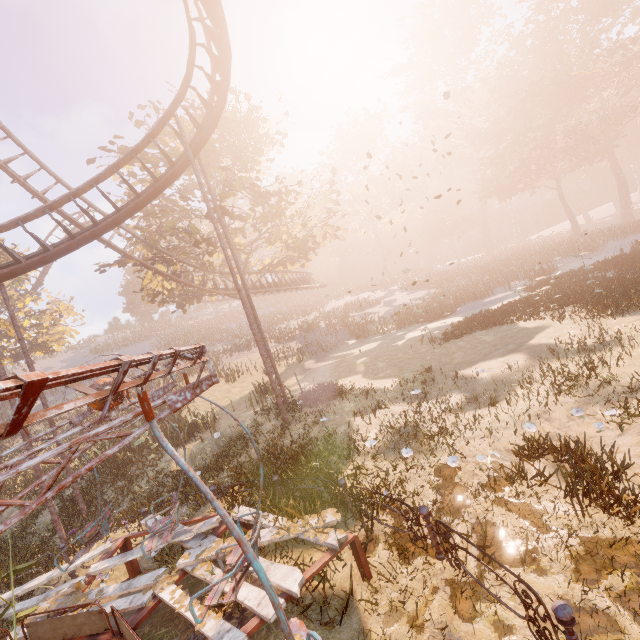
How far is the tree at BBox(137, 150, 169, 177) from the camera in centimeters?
1956cm

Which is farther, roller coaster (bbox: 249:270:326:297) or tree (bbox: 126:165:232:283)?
roller coaster (bbox: 249:270:326:297)

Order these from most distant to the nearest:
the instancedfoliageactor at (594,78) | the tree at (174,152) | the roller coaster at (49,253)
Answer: the instancedfoliageactor at (594,78) → the tree at (174,152) → the roller coaster at (49,253)

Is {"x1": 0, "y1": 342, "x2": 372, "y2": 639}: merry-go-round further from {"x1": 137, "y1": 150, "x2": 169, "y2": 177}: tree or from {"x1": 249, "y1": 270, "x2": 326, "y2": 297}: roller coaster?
{"x1": 137, "y1": 150, "x2": 169, "y2": 177}: tree

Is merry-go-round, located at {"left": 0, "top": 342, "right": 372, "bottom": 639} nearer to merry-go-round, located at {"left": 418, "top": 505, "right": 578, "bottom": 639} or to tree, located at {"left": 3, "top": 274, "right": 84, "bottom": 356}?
merry-go-round, located at {"left": 418, "top": 505, "right": 578, "bottom": 639}

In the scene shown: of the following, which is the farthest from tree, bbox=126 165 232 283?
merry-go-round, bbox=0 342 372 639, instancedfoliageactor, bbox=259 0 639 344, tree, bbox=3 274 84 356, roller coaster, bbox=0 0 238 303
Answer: instancedfoliageactor, bbox=259 0 639 344

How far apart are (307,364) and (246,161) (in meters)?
14.48

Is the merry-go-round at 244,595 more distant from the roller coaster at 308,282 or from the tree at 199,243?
the tree at 199,243
